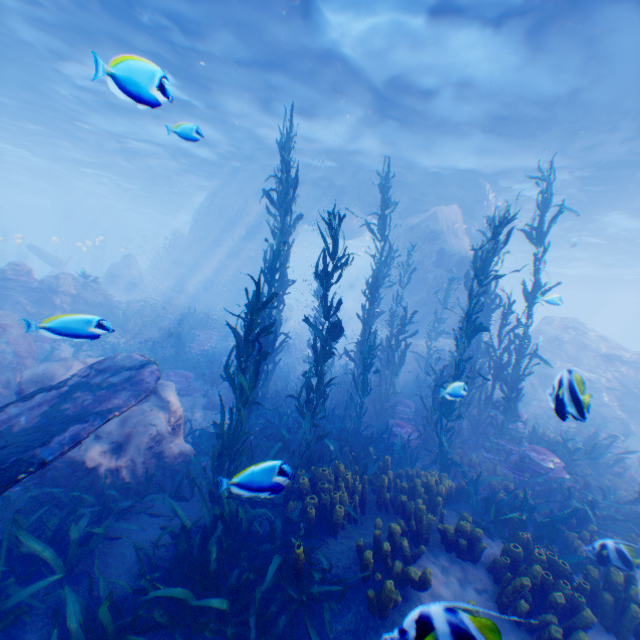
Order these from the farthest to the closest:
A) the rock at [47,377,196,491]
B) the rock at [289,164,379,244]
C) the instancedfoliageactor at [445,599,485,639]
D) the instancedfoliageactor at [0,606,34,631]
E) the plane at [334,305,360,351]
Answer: the plane at [334,305,360,351] < the rock at [289,164,379,244] < the rock at [47,377,196,491] < the instancedfoliageactor at [0,606,34,631] < the instancedfoliageactor at [445,599,485,639]

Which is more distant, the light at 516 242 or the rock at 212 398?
the light at 516 242

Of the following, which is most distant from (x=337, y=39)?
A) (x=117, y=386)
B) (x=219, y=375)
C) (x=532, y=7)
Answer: (x=219, y=375)

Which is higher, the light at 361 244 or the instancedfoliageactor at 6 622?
the light at 361 244

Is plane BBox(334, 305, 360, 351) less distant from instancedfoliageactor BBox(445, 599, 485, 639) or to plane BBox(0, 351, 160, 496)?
instancedfoliageactor BBox(445, 599, 485, 639)

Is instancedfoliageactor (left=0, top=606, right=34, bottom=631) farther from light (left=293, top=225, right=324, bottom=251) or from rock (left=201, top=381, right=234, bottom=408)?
light (left=293, top=225, right=324, bottom=251)

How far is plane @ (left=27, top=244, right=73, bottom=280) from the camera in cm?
2442
